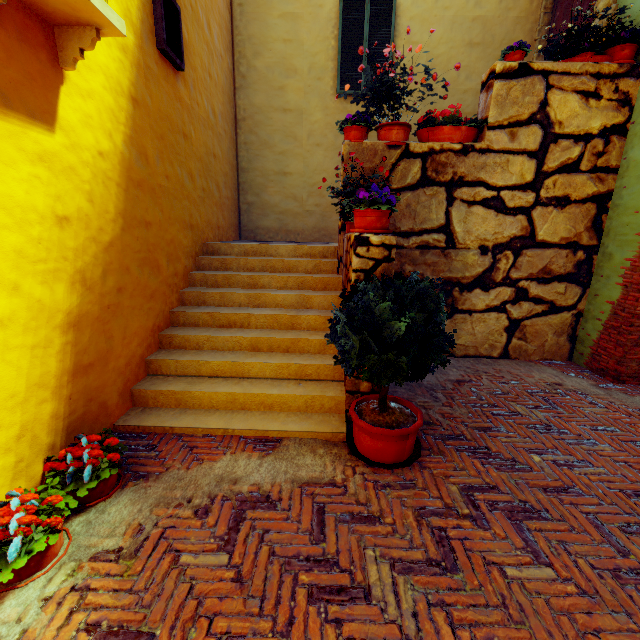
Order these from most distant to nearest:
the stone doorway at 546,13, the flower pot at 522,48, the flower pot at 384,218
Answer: the stone doorway at 546,13 → the flower pot at 522,48 → the flower pot at 384,218

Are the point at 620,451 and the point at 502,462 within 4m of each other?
yes

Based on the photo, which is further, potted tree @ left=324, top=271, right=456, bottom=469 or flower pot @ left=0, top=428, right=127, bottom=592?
potted tree @ left=324, top=271, right=456, bottom=469

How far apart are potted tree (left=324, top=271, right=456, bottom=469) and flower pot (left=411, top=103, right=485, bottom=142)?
2.9m

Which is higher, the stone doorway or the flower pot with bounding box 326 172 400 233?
the stone doorway

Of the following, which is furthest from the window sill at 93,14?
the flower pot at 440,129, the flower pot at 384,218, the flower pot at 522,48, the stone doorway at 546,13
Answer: the stone doorway at 546,13

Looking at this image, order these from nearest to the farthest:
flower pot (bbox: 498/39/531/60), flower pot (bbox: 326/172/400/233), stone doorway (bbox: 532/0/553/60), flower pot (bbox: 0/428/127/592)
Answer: flower pot (bbox: 0/428/127/592) → flower pot (bbox: 326/172/400/233) → flower pot (bbox: 498/39/531/60) → stone doorway (bbox: 532/0/553/60)

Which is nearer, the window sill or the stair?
the window sill
